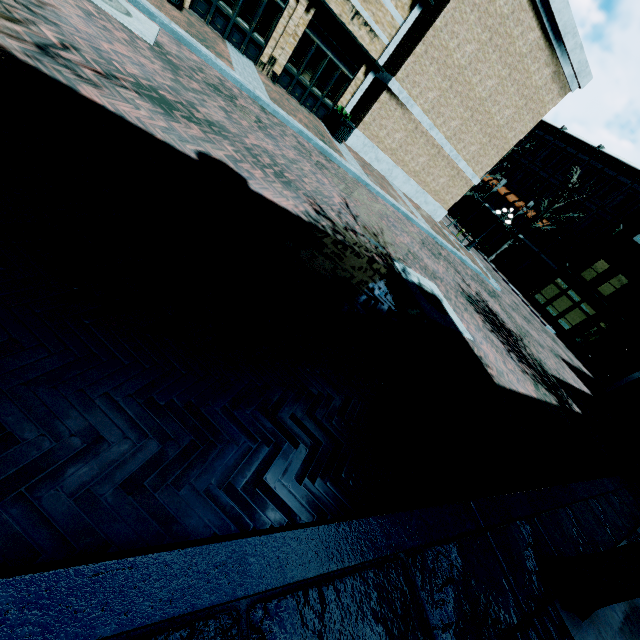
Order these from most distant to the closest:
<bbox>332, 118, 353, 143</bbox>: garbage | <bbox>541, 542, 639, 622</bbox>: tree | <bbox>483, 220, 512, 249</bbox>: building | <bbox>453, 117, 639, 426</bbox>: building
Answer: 1. <bbox>483, 220, 512, 249</bbox>: building
2. <bbox>453, 117, 639, 426</bbox>: building
3. <bbox>332, 118, 353, 143</bbox>: garbage
4. <bbox>541, 542, 639, 622</bbox>: tree

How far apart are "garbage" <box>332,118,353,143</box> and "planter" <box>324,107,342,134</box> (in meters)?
0.09

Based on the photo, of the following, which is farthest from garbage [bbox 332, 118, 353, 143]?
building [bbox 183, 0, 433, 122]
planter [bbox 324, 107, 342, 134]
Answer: building [bbox 183, 0, 433, 122]

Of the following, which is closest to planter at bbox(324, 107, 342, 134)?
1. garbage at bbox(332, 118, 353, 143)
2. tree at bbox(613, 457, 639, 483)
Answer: garbage at bbox(332, 118, 353, 143)

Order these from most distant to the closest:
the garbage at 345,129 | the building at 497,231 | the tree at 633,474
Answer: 1. the building at 497,231
2. the garbage at 345,129
3. the tree at 633,474

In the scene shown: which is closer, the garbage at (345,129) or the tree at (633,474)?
the tree at (633,474)

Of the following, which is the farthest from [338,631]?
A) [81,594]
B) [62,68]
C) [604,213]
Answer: [604,213]

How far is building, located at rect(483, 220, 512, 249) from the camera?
36.43m
